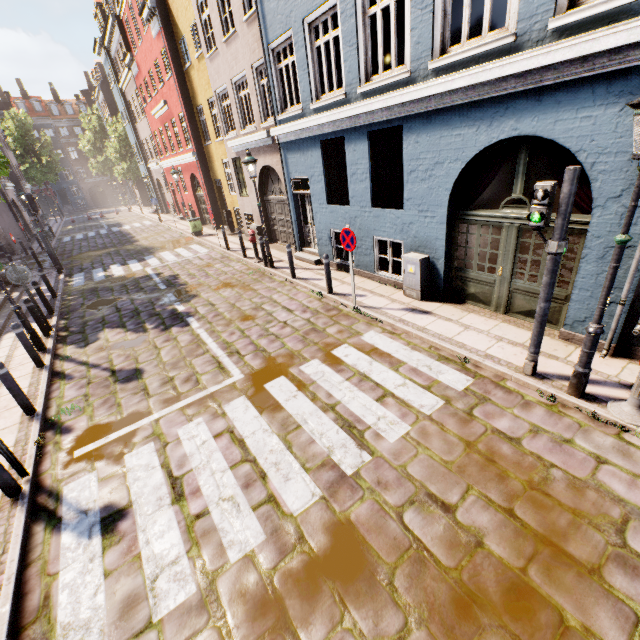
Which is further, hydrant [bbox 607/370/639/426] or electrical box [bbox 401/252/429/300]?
electrical box [bbox 401/252/429/300]

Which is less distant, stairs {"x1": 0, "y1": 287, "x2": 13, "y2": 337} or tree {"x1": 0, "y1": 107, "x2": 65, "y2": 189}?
stairs {"x1": 0, "y1": 287, "x2": 13, "y2": 337}

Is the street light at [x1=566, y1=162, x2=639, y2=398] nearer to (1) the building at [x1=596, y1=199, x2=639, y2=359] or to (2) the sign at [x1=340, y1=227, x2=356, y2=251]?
(1) the building at [x1=596, y1=199, x2=639, y2=359]

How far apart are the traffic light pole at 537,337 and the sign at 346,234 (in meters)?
3.76

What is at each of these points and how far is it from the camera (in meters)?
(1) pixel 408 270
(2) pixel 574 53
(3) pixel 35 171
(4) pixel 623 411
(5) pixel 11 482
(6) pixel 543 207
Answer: (1) electrical box, 7.78
(2) building, 4.17
(3) tree, 43.00
(4) hydrant, 4.13
(5) bollard, 4.18
(6) pedestrian light, 4.08

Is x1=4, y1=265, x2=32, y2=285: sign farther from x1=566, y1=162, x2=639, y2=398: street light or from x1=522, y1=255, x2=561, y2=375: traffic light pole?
x1=566, y1=162, x2=639, y2=398: street light

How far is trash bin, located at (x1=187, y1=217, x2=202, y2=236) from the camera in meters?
18.8

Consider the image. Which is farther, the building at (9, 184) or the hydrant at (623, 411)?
the building at (9, 184)
